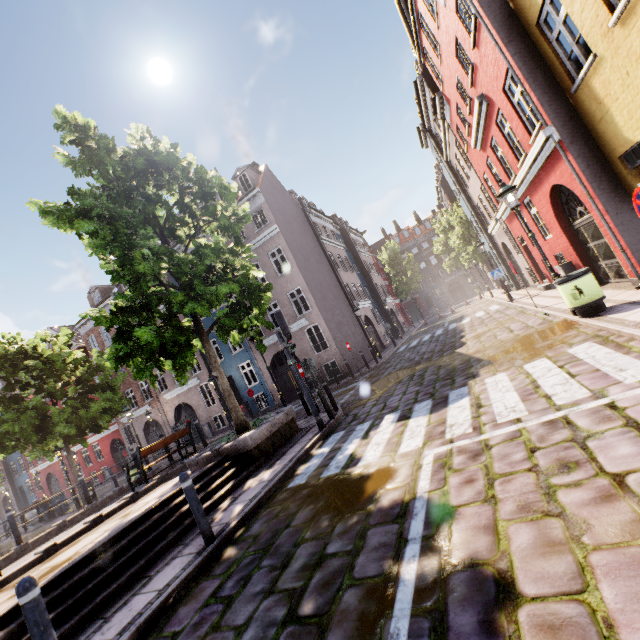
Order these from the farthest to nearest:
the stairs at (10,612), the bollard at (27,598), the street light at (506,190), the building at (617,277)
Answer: the street light at (506,190) → the building at (617,277) → the stairs at (10,612) → the bollard at (27,598)

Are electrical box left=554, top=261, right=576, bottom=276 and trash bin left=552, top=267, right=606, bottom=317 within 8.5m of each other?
yes

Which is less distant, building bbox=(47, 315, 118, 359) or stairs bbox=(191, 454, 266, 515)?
stairs bbox=(191, 454, 266, 515)

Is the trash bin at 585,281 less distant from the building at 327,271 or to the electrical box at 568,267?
the electrical box at 568,267

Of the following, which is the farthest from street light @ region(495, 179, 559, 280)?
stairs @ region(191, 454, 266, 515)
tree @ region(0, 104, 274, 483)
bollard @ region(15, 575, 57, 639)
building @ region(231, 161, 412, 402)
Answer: building @ region(231, 161, 412, 402)

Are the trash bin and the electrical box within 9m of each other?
yes

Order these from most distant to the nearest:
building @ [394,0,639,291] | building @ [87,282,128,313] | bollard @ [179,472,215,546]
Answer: building @ [87,282,128,313], building @ [394,0,639,291], bollard @ [179,472,215,546]

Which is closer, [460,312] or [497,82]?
[497,82]
